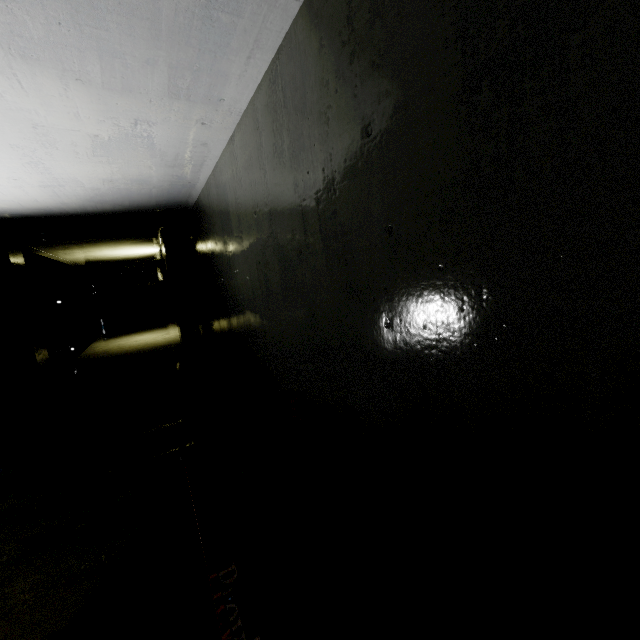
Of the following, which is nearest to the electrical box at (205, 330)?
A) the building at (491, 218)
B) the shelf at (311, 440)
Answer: the building at (491, 218)

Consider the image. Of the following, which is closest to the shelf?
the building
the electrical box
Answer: the building

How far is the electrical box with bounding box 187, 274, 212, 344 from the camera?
7.0 meters

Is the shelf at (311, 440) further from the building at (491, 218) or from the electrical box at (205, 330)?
the electrical box at (205, 330)

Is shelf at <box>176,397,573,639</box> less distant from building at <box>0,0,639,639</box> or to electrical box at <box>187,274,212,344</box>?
building at <box>0,0,639,639</box>

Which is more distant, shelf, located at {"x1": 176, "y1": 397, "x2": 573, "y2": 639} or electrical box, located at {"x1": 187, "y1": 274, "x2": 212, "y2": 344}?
electrical box, located at {"x1": 187, "y1": 274, "x2": 212, "y2": 344}

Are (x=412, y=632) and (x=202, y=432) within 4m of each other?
no
